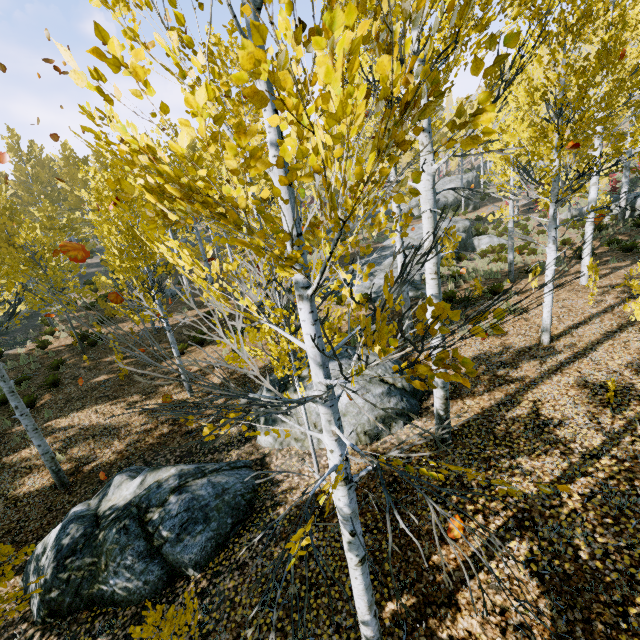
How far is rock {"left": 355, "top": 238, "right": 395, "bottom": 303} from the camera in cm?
1518

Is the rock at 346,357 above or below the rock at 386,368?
above

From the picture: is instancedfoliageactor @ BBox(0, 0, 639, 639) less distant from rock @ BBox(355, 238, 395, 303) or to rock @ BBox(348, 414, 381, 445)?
rock @ BBox(355, 238, 395, 303)

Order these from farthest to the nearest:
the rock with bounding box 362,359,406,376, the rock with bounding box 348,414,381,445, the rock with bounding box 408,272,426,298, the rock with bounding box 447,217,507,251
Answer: the rock with bounding box 447,217,507,251 < the rock with bounding box 408,272,426,298 < the rock with bounding box 362,359,406,376 < the rock with bounding box 348,414,381,445

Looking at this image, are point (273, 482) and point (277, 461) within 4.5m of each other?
yes

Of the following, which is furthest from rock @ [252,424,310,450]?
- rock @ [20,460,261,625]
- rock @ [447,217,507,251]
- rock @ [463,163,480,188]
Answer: rock @ [463,163,480,188]

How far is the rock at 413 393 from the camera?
7.0m

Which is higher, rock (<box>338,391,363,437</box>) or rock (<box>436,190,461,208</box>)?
rock (<box>436,190,461,208</box>)
